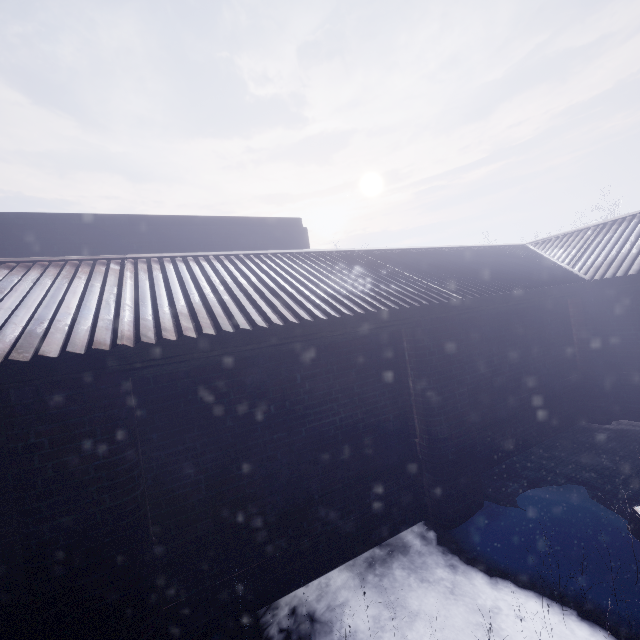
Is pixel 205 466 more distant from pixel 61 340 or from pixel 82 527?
pixel 61 340
